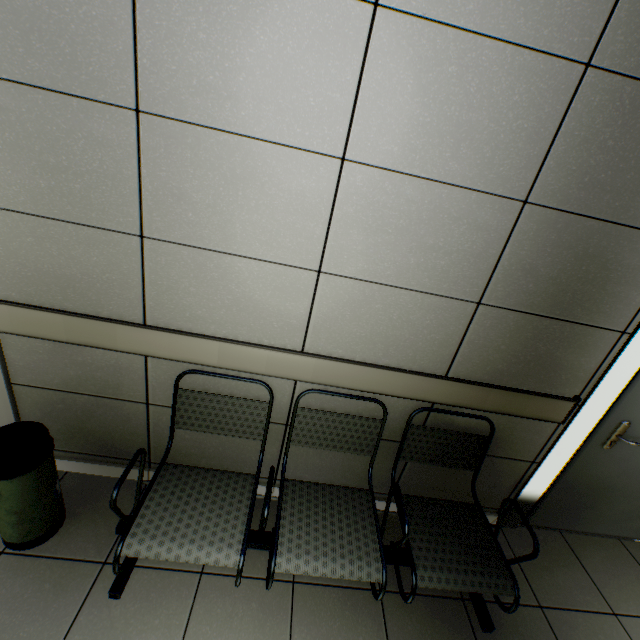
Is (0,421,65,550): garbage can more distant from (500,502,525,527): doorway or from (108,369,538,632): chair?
A: (500,502,525,527): doorway

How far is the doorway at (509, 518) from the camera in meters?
2.3 m

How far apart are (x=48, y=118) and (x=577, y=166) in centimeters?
213cm

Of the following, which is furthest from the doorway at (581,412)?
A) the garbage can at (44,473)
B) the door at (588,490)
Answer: the garbage can at (44,473)

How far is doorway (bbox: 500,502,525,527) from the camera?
2.3m

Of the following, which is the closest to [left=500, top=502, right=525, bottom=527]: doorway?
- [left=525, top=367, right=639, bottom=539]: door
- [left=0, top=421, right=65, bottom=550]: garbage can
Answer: [left=525, top=367, right=639, bottom=539]: door

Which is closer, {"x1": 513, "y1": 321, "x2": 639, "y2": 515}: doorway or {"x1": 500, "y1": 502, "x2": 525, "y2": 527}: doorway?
{"x1": 513, "y1": 321, "x2": 639, "y2": 515}: doorway

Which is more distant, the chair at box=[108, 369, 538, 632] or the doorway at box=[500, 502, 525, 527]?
the doorway at box=[500, 502, 525, 527]
